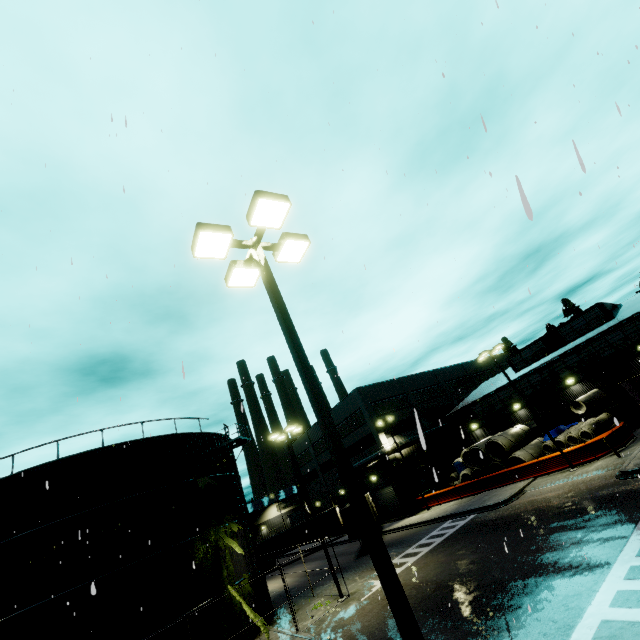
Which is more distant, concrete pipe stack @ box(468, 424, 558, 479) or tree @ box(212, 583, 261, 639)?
concrete pipe stack @ box(468, 424, 558, 479)

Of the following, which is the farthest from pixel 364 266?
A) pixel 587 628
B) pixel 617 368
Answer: pixel 617 368

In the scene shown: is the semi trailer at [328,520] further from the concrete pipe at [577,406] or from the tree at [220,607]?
the concrete pipe at [577,406]

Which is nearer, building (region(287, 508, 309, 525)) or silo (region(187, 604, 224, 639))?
silo (region(187, 604, 224, 639))

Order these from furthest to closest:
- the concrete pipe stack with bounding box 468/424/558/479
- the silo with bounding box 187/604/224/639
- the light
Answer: the concrete pipe stack with bounding box 468/424/558/479, the silo with bounding box 187/604/224/639, the light

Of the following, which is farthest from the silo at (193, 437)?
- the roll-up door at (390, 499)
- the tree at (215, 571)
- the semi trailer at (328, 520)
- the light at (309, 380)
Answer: the light at (309, 380)

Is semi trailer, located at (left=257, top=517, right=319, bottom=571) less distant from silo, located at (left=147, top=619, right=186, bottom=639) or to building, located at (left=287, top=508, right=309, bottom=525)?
silo, located at (left=147, top=619, right=186, bottom=639)
